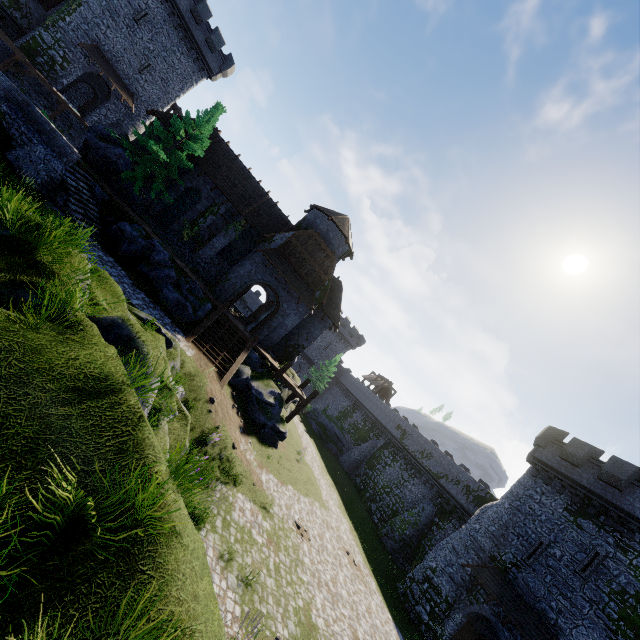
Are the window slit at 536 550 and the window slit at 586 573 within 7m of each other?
yes

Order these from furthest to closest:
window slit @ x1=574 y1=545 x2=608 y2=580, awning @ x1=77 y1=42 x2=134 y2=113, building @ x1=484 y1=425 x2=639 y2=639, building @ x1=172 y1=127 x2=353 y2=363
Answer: awning @ x1=77 y1=42 x2=134 y2=113
building @ x1=172 y1=127 x2=353 y2=363
window slit @ x1=574 y1=545 x2=608 y2=580
building @ x1=484 y1=425 x2=639 y2=639

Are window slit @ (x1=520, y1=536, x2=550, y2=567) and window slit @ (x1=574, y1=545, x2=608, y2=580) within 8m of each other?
yes

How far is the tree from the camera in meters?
20.7 m

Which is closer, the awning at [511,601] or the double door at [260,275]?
the awning at [511,601]

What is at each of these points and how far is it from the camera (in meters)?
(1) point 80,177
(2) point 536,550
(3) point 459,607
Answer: (1) stairs, 16.67
(2) window slit, 20.42
(3) building, 20.86

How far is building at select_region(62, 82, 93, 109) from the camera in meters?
36.5

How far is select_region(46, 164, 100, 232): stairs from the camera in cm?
1562
